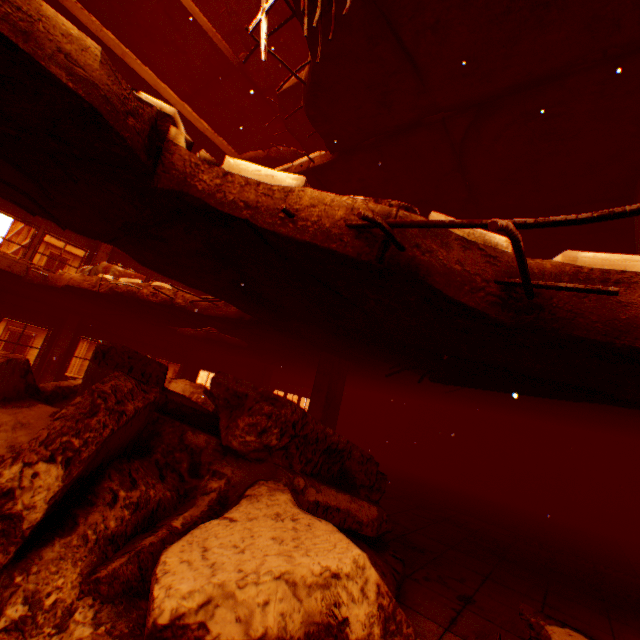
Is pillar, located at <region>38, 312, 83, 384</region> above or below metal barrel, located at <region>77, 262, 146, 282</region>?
below

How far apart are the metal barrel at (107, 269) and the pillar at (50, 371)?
5.3 meters

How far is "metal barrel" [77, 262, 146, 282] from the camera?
7.0 meters

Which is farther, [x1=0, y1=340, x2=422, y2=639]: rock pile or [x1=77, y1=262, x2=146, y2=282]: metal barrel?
[x1=77, y1=262, x2=146, y2=282]: metal barrel

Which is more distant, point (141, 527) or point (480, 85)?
point (480, 85)

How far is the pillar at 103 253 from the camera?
11.7 meters

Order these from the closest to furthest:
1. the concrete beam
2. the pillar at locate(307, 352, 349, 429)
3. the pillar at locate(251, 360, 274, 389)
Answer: the pillar at locate(307, 352, 349, 429)
the pillar at locate(251, 360, 274, 389)
the concrete beam

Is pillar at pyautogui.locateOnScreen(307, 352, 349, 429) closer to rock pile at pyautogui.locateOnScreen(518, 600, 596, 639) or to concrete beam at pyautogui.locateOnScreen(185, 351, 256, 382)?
rock pile at pyautogui.locateOnScreen(518, 600, 596, 639)
